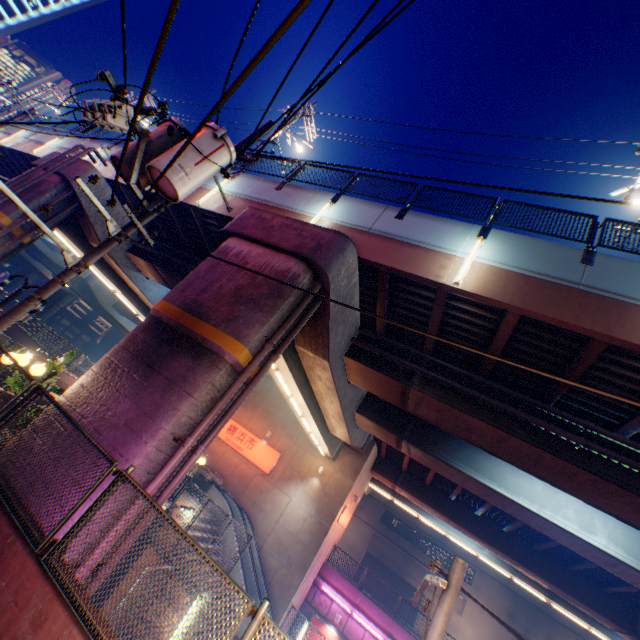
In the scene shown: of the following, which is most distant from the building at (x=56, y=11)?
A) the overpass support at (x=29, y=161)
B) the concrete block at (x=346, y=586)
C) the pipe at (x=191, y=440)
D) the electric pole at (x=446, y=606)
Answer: the electric pole at (x=446, y=606)

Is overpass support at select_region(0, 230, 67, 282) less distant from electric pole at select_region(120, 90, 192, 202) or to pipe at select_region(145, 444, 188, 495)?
pipe at select_region(145, 444, 188, 495)

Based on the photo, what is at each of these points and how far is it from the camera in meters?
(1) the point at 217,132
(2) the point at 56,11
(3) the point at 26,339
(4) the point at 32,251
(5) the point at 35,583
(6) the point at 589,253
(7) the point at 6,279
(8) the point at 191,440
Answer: (1) electric pole, 6.3 m
(2) building, 54.7 m
(3) concrete block, 22.2 m
(4) overpass support, 32.9 m
(5) concrete block, 3.7 m
(6) metal fence, 8.1 m
(7) sign, 11.0 m
(8) pipe, 6.6 m

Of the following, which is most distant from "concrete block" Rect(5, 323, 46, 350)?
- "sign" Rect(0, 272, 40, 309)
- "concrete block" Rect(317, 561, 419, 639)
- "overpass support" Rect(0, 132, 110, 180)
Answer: "concrete block" Rect(317, 561, 419, 639)

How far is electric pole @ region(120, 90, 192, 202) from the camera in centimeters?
580cm

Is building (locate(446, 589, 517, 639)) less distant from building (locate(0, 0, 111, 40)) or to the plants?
the plants

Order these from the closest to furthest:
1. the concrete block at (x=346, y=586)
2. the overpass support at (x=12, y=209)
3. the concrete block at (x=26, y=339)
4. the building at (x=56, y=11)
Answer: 1. the overpass support at (x=12, y=209)
2. the concrete block at (x=346, y=586)
3. the concrete block at (x=26, y=339)
4. the building at (x=56, y=11)

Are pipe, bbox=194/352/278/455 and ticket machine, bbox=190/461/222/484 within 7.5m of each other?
no
